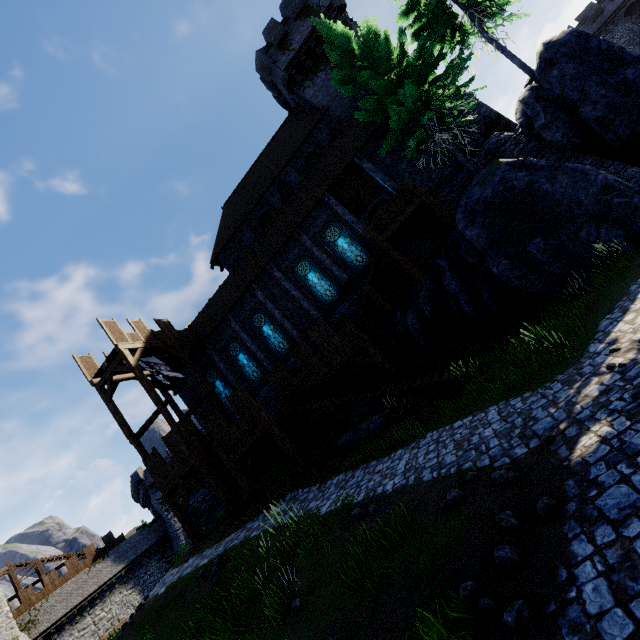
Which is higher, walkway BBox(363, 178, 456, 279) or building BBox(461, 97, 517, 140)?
building BBox(461, 97, 517, 140)

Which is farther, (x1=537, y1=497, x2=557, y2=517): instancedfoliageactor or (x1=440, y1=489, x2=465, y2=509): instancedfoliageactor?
(x1=440, y1=489, x2=465, y2=509): instancedfoliageactor

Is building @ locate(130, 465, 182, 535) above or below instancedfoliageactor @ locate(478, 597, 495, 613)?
above

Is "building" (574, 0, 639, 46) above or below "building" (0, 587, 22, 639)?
above

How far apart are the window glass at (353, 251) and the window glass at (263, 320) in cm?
649

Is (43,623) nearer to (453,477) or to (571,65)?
(453,477)

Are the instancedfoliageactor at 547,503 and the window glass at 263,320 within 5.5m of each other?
no

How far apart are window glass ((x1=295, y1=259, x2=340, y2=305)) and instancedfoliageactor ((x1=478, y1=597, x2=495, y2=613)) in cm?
1786
